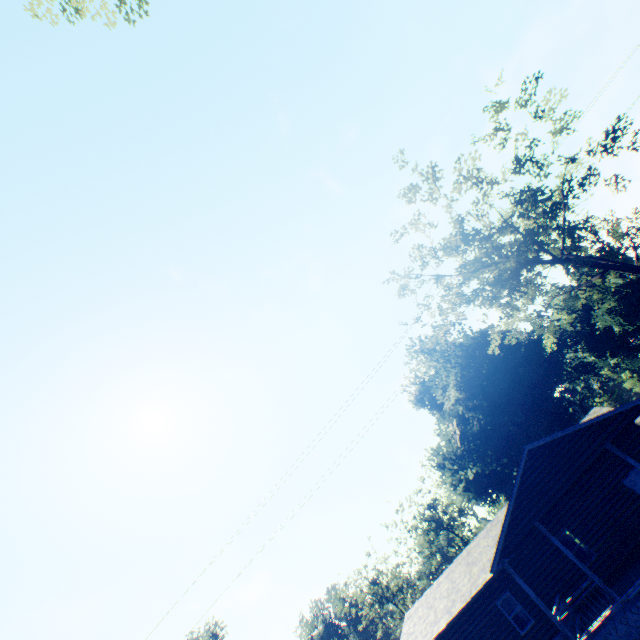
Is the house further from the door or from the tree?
the tree

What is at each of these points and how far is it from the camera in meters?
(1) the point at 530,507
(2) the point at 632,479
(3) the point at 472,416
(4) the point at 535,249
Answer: (1) house, 15.7
(2) door, 17.6
(3) plant, 37.0
(4) tree, 16.7

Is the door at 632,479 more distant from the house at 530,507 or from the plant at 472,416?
the plant at 472,416

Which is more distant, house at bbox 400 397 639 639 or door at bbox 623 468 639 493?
door at bbox 623 468 639 493

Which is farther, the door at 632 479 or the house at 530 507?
the door at 632 479

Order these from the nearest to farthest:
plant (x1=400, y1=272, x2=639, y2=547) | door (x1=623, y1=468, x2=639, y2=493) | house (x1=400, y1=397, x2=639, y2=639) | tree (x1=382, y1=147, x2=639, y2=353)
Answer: house (x1=400, y1=397, x2=639, y2=639) → tree (x1=382, y1=147, x2=639, y2=353) → door (x1=623, y1=468, x2=639, y2=493) → plant (x1=400, y1=272, x2=639, y2=547)

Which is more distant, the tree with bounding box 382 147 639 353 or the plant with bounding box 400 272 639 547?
the plant with bounding box 400 272 639 547

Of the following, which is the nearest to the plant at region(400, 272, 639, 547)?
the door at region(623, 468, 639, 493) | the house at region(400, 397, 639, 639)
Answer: the house at region(400, 397, 639, 639)
